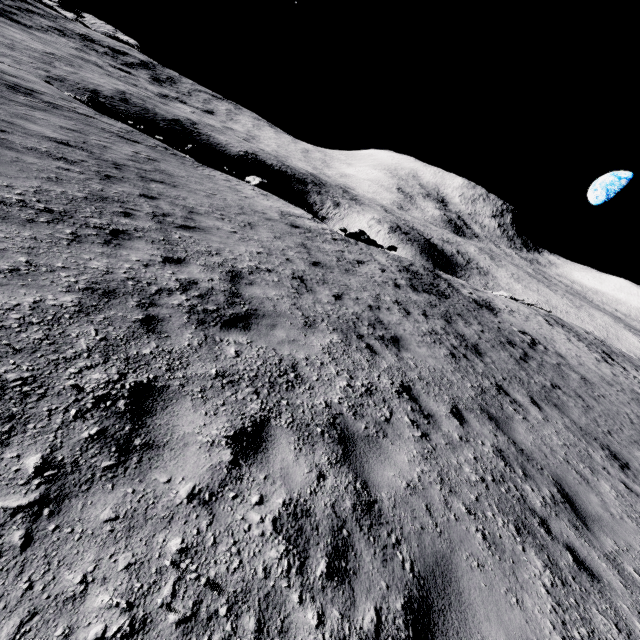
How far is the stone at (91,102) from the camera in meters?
20.5

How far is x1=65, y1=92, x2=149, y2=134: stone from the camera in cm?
2048

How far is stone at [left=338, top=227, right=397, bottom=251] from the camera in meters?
24.0 m

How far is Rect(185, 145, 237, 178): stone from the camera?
20.26m

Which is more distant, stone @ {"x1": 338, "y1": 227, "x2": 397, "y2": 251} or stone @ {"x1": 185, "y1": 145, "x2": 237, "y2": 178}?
stone @ {"x1": 338, "y1": 227, "x2": 397, "y2": 251}

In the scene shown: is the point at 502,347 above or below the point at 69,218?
below

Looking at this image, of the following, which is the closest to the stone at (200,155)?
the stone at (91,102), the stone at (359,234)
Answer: the stone at (91,102)

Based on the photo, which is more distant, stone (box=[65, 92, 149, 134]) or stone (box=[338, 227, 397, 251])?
stone (box=[338, 227, 397, 251])
